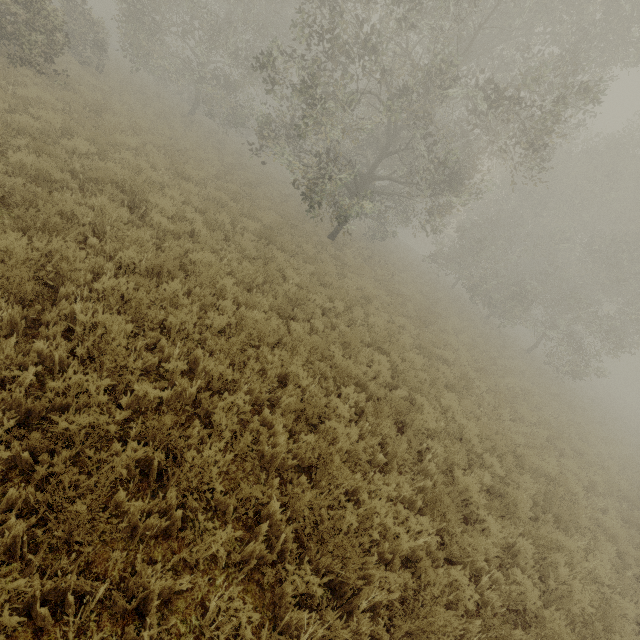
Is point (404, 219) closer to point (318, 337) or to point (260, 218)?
point (260, 218)
